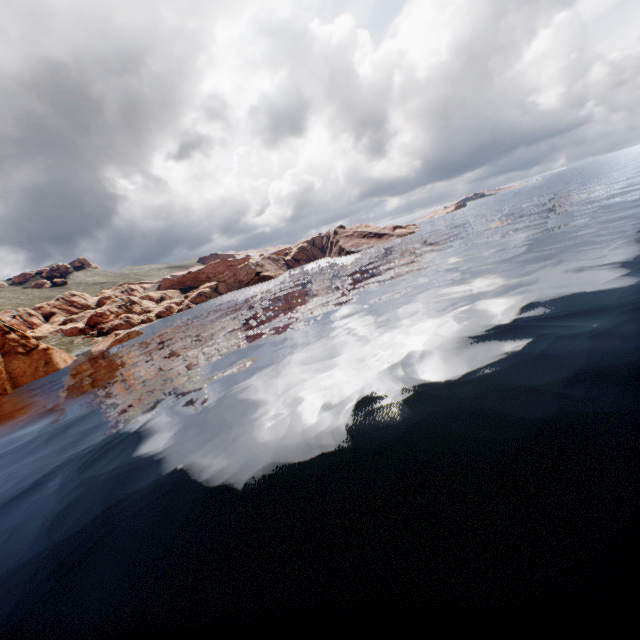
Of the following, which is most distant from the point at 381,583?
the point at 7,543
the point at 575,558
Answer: the point at 7,543
